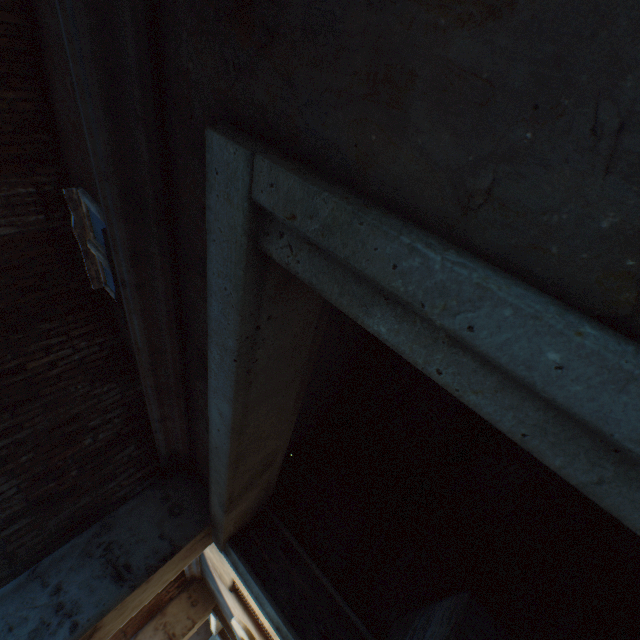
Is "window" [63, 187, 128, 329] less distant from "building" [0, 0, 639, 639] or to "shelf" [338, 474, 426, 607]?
"building" [0, 0, 639, 639]

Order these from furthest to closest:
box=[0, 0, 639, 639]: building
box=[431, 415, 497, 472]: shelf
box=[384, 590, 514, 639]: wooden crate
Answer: box=[431, 415, 497, 472]: shelf, box=[384, 590, 514, 639]: wooden crate, box=[0, 0, 639, 639]: building

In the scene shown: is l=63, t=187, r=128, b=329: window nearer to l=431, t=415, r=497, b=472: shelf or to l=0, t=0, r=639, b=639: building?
l=0, t=0, r=639, b=639: building

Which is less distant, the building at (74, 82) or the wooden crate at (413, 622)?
the building at (74, 82)

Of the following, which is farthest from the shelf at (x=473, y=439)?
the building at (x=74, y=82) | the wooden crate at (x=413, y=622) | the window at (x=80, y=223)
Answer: the window at (x=80, y=223)

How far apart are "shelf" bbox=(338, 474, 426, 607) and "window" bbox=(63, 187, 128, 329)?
3.7m

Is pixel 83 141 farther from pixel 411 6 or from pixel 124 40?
pixel 411 6

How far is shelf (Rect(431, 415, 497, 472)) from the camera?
3.6m
